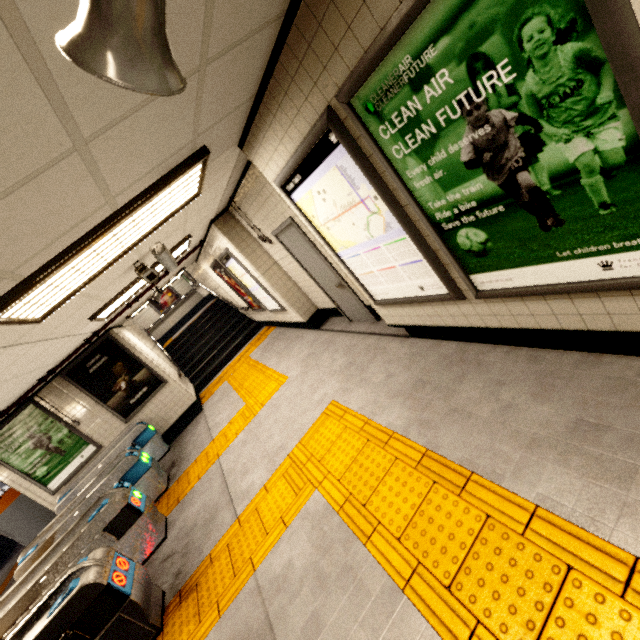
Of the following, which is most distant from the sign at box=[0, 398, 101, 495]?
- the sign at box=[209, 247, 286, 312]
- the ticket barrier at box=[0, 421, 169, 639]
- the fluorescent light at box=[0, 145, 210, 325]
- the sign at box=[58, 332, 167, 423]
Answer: the fluorescent light at box=[0, 145, 210, 325]

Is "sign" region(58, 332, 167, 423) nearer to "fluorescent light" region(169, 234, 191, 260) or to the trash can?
"fluorescent light" region(169, 234, 191, 260)

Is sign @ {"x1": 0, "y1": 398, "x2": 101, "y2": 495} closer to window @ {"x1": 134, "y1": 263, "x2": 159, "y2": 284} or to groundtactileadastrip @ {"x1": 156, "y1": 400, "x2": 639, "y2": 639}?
groundtactileadastrip @ {"x1": 156, "y1": 400, "x2": 639, "y2": 639}

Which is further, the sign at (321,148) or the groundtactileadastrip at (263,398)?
the groundtactileadastrip at (263,398)

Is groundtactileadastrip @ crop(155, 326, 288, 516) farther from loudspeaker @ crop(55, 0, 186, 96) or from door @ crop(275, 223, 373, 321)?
loudspeaker @ crop(55, 0, 186, 96)

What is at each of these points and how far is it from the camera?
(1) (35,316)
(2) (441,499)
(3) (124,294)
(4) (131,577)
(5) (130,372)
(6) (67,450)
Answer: (1) fluorescent light, 2.8 meters
(2) groundtactileadastrip, 2.3 meters
(3) fluorescent light, 5.0 meters
(4) ticket barrier, 3.4 meters
(5) sign, 7.6 meters
(6) sign, 7.1 meters

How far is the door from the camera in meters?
4.9 m

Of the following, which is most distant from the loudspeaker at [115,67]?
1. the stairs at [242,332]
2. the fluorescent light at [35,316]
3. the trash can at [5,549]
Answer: the trash can at [5,549]
